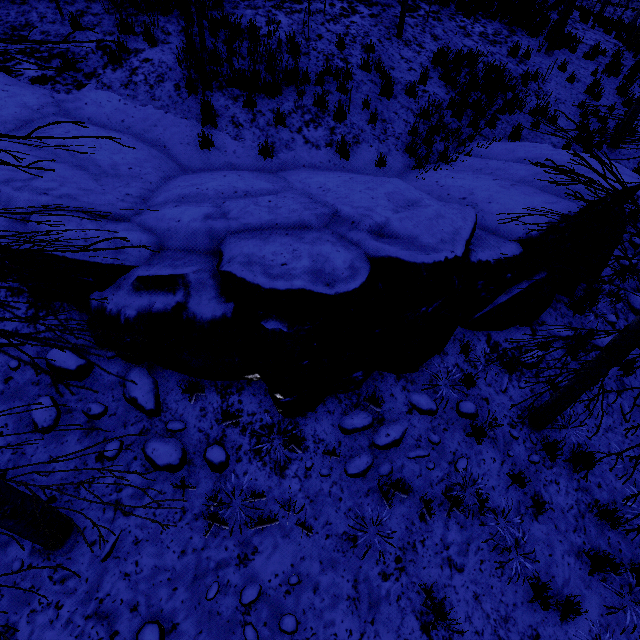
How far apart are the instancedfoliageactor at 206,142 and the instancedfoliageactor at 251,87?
1.55m

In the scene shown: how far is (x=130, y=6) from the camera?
7.5m

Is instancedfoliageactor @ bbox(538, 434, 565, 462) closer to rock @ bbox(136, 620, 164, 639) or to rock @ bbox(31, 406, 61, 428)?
rock @ bbox(136, 620, 164, 639)

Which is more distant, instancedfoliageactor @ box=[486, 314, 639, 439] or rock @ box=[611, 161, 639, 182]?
rock @ box=[611, 161, 639, 182]

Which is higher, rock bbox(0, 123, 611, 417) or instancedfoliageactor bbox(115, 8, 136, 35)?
instancedfoliageactor bbox(115, 8, 136, 35)

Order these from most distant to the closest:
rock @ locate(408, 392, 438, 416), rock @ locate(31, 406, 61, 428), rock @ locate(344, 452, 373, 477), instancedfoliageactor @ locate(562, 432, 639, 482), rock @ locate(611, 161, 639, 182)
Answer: rock @ locate(611, 161, 639, 182) → rock @ locate(408, 392, 438, 416) → rock @ locate(344, 452, 373, 477) → rock @ locate(31, 406, 61, 428) → instancedfoliageactor @ locate(562, 432, 639, 482)

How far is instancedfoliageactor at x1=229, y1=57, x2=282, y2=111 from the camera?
6.75m

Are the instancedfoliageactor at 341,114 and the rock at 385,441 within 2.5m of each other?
no
